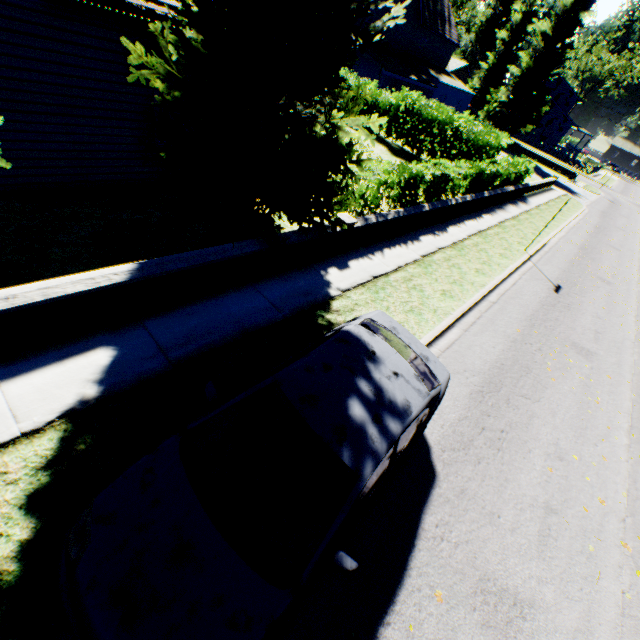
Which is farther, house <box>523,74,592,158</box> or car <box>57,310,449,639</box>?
house <box>523,74,592,158</box>

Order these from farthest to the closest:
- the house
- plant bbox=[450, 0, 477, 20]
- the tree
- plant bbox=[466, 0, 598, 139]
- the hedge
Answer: the house < plant bbox=[450, 0, 477, 20] < plant bbox=[466, 0, 598, 139] < the hedge < the tree

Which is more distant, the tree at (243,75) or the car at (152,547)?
the tree at (243,75)

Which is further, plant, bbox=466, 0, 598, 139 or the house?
the house

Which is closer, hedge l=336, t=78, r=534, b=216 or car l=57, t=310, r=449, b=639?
car l=57, t=310, r=449, b=639

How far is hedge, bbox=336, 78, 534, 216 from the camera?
10.3m

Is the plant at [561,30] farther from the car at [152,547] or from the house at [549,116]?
the car at [152,547]

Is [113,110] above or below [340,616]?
above
